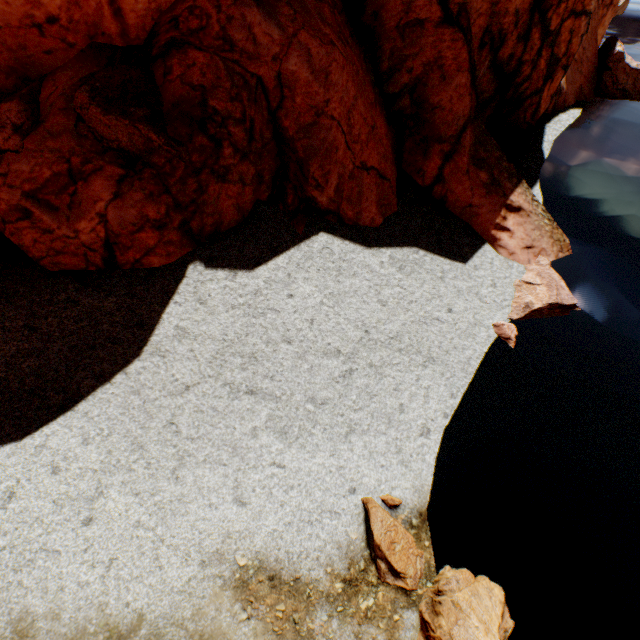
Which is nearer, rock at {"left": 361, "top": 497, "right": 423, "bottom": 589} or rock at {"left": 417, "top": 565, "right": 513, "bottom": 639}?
rock at {"left": 417, "top": 565, "right": 513, "bottom": 639}

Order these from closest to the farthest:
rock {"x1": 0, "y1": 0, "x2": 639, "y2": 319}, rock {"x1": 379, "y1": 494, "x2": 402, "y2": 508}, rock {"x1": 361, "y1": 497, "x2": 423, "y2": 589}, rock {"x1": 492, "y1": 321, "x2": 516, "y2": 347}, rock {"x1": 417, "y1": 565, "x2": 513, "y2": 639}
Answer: rock {"x1": 417, "y1": 565, "x2": 513, "y2": 639}
rock {"x1": 361, "y1": 497, "x2": 423, "y2": 589}
rock {"x1": 379, "y1": 494, "x2": 402, "y2": 508}
rock {"x1": 0, "y1": 0, "x2": 639, "y2": 319}
rock {"x1": 492, "y1": 321, "x2": 516, "y2": 347}

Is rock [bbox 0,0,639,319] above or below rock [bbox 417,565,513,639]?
above

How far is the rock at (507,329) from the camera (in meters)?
9.87

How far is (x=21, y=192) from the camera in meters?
7.4
